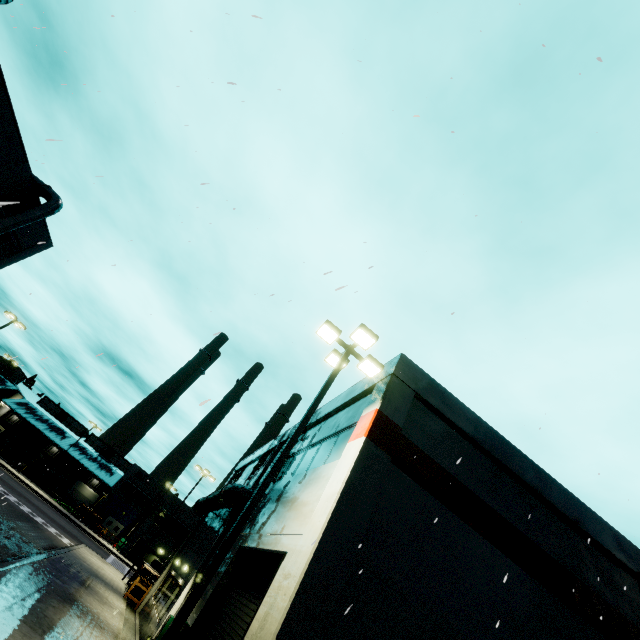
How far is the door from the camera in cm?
5147

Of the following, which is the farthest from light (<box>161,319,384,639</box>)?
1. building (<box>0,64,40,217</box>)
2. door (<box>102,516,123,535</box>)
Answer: door (<box>102,516,123,535</box>)

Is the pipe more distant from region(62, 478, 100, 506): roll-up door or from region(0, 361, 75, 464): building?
region(62, 478, 100, 506): roll-up door

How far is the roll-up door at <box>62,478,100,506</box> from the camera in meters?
56.7

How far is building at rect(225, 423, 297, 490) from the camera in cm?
1755

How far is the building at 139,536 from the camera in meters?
45.2

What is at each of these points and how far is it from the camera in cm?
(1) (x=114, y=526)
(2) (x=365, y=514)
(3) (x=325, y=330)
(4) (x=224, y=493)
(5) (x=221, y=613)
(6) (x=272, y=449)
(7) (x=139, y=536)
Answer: (1) door, 5191
(2) building, 780
(3) light, 1043
(4) pipe, 1645
(5) roll-up door, 1009
(6) building, 1995
(7) building, 4638

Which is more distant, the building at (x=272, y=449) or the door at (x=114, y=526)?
the door at (x=114, y=526)
